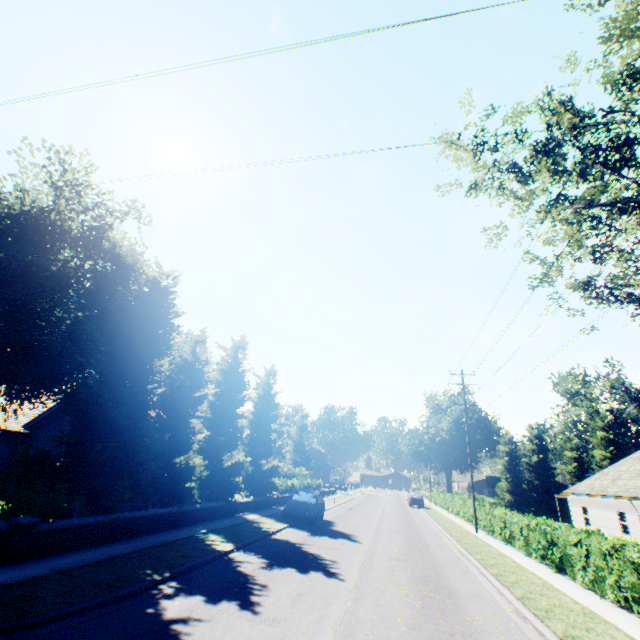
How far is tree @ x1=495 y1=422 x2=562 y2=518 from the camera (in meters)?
48.81

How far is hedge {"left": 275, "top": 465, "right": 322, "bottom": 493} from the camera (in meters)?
29.20

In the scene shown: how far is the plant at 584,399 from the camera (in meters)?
57.22

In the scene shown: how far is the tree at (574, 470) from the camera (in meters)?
49.06

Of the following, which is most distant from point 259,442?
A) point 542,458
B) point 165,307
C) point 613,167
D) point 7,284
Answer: point 542,458

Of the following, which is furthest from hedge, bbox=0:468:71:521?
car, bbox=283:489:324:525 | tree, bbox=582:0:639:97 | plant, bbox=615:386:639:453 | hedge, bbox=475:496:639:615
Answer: hedge, bbox=475:496:639:615
